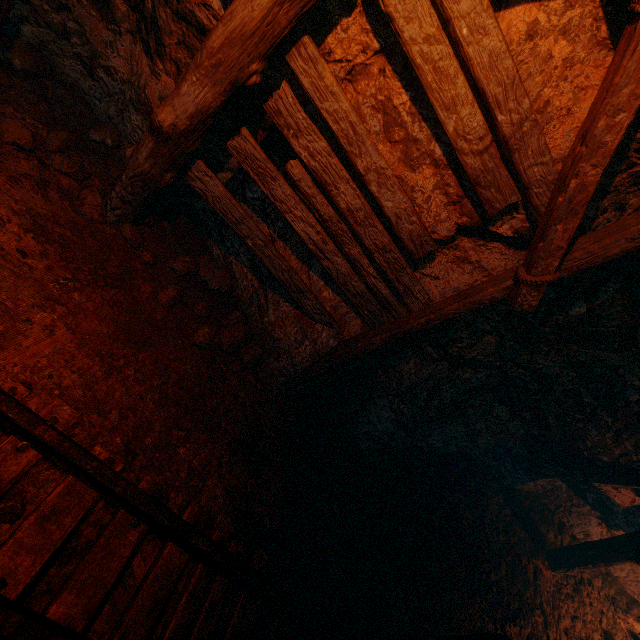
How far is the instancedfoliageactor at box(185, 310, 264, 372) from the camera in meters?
3.3 m

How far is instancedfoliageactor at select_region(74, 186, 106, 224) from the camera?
3.0m

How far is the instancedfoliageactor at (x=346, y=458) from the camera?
4.1 meters

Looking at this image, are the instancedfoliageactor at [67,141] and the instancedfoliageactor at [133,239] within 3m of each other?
yes

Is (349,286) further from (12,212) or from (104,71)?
(104,71)

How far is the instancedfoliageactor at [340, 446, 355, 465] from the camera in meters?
4.1 m

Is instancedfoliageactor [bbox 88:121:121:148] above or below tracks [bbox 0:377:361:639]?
above

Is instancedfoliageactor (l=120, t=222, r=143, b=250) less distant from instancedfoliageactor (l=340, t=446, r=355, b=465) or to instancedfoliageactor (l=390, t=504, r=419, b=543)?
instancedfoliageactor (l=340, t=446, r=355, b=465)
